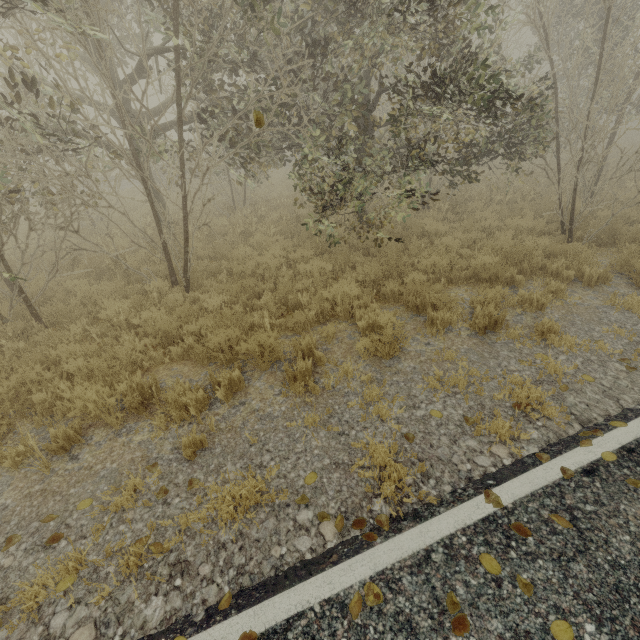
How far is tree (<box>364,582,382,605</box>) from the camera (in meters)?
2.32

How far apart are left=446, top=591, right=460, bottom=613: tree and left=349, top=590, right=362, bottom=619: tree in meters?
0.5 m

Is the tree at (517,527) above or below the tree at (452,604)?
below

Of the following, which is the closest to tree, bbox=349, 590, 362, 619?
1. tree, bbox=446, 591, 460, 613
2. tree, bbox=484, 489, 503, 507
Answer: tree, bbox=446, 591, 460, 613

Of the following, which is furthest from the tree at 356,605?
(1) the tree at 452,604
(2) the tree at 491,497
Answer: (2) the tree at 491,497

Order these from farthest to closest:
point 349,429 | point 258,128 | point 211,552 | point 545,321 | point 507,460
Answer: point 258,128
point 545,321
point 349,429
point 507,460
point 211,552

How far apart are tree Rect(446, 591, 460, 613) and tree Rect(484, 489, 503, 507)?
0.9 meters
